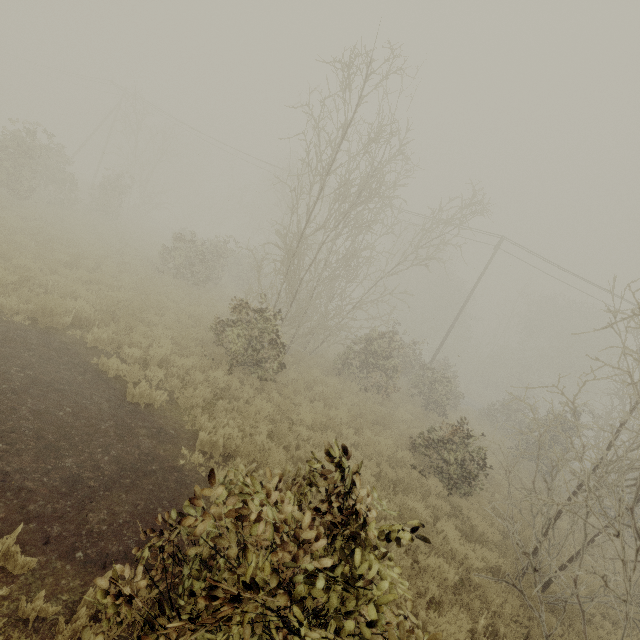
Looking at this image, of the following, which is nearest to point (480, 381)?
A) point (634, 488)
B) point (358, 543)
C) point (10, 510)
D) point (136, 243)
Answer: point (634, 488)

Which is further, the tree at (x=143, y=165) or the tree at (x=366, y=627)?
the tree at (x=143, y=165)

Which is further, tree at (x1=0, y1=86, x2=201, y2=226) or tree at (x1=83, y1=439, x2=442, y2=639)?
tree at (x1=0, y1=86, x2=201, y2=226)
